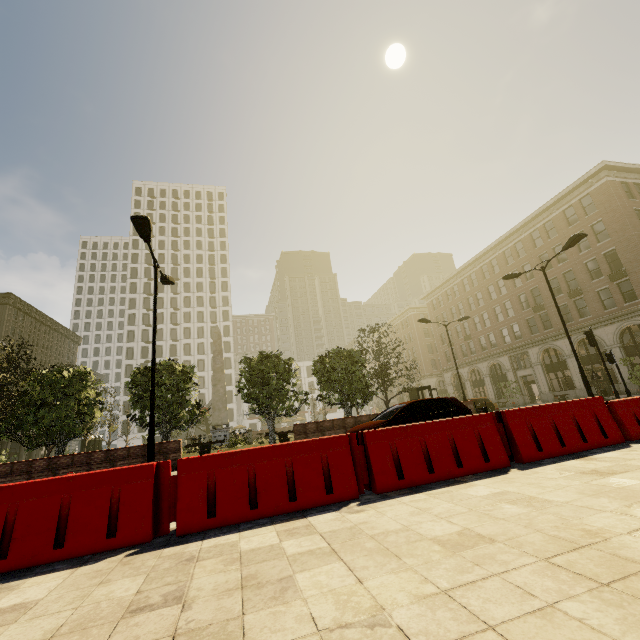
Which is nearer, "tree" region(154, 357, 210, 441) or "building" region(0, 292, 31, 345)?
"tree" region(154, 357, 210, 441)

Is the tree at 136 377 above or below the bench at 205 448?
above

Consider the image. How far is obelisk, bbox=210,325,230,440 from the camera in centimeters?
2983cm

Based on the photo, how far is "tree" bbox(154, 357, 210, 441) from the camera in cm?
1770

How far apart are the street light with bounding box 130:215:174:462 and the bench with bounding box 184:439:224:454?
12.6m

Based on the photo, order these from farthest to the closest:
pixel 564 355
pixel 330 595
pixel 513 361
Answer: pixel 513 361
pixel 564 355
pixel 330 595

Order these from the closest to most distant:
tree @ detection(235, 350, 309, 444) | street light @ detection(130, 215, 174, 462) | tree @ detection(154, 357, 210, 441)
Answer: street light @ detection(130, 215, 174, 462)
tree @ detection(154, 357, 210, 441)
tree @ detection(235, 350, 309, 444)

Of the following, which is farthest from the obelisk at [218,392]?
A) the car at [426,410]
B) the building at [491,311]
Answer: the building at [491,311]
